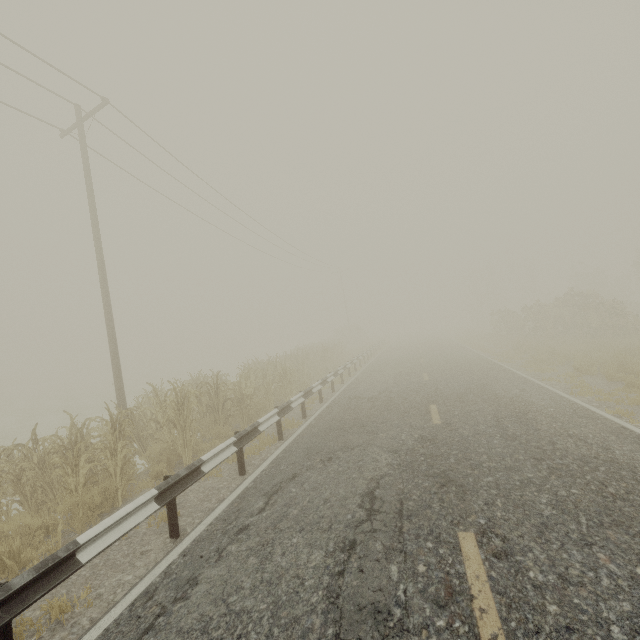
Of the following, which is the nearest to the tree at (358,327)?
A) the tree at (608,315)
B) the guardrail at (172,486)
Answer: the guardrail at (172,486)

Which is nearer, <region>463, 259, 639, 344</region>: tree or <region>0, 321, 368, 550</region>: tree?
<region>0, 321, 368, 550</region>: tree

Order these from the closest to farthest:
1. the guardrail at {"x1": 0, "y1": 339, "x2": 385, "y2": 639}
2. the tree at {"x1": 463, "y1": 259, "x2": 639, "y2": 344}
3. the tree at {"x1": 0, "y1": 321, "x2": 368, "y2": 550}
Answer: the guardrail at {"x1": 0, "y1": 339, "x2": 385, "y2": 639} → the tree at {"x1": 0, "y1": 321, "x2": 368, "y2": 550} → the tree at {"x1": 463, "y1": 259, "x2": 639, "y2": 344}

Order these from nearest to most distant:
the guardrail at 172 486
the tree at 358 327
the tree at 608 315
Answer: the guardrail at 172 486 → the tree at 358 327 → the tree at 608 315

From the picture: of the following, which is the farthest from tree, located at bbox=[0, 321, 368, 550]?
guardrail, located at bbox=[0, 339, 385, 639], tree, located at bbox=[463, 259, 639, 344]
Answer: tree, located at bbox=[463, 259, 639, 344]

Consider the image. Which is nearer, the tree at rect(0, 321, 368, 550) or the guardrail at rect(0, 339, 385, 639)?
the guardrail at rect(0, 339, 385, 639)

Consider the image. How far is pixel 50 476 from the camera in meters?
6.4 m
